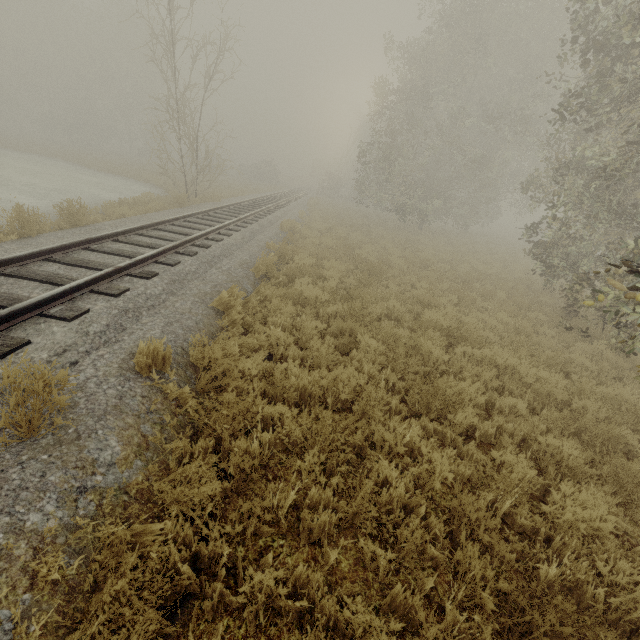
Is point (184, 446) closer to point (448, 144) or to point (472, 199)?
point (448, 144)
